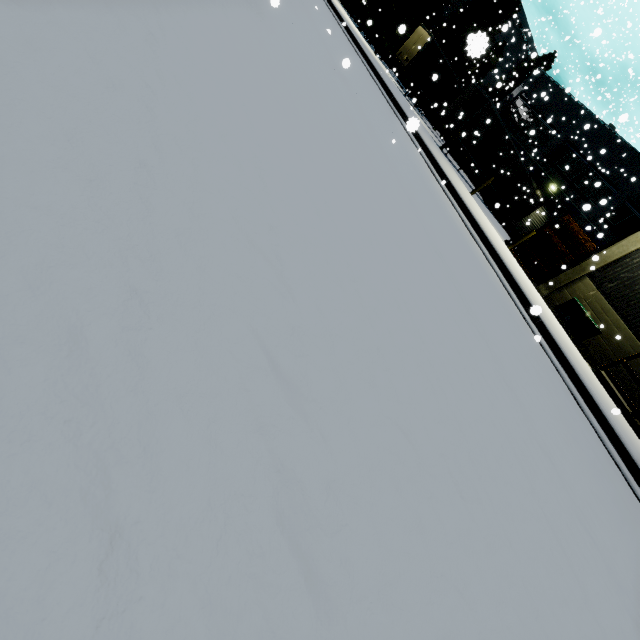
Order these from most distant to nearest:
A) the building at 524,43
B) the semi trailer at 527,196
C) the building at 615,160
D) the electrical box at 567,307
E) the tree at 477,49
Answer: the building at 524,43
the tree at 477,49
the building at 615,160
the semi trailer at 527,196
the electrical box at 567,307

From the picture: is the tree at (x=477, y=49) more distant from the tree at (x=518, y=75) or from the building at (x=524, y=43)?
the building at (x=524, y=43)

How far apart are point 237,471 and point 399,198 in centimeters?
435cm

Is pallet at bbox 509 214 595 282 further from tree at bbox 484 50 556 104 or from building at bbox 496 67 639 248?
tree at bbox 484 50 556 104

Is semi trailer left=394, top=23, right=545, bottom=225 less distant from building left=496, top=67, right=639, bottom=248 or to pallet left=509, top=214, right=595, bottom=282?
building left=496, top=67, right=639, bottom=248

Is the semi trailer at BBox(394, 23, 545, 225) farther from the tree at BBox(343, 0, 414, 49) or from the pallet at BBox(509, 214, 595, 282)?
the pallet at BBox(509, 214, 595, 282)

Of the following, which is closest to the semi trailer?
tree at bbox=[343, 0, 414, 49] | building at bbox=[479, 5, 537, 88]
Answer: building at bbox=[479, 5, 537, 88]
